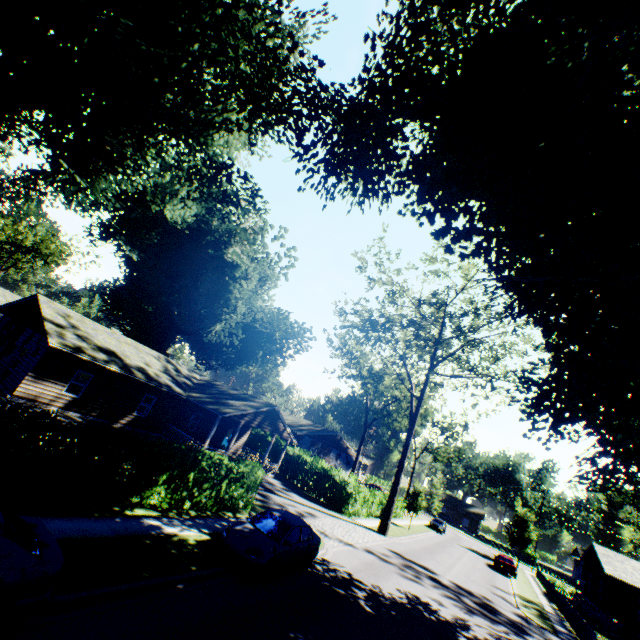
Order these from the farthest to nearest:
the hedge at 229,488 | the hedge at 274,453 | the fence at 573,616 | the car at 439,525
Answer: the car at 439,525 < the hedge at 274,453 < the fence at 573,616 < the hedge at 229,488

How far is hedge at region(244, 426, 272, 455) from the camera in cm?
3653

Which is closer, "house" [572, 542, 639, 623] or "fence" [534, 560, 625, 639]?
"fence" [534, 560, 625, 639]

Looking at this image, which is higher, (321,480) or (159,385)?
(159,385)

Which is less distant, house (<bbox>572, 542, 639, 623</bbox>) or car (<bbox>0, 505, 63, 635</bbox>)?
car (<bbox>0, 505, 63, 635</bbox>)

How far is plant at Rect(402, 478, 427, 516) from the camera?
35.28m

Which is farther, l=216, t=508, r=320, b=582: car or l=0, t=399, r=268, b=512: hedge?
l=216, t=508, r=320, b=582: car

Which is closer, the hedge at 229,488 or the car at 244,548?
the hedge at 229,488
